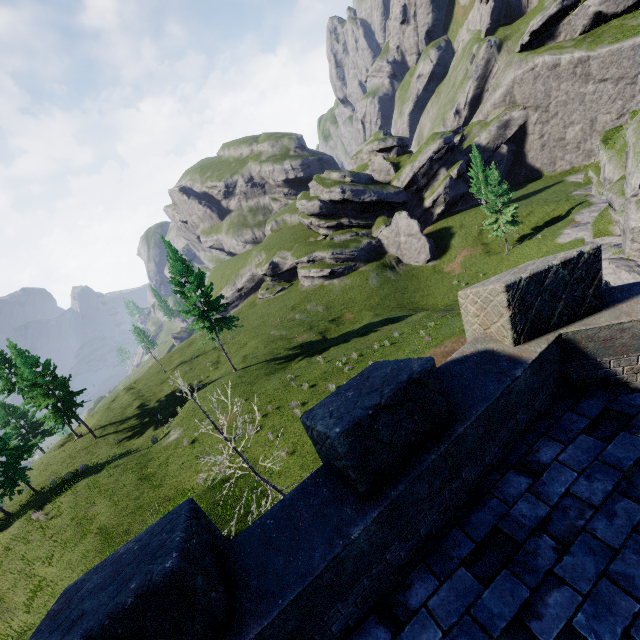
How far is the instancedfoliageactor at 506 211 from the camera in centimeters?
3731cm

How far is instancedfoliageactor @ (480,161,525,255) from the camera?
37.31m

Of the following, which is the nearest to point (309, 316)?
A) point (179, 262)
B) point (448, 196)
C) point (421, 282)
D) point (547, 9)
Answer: point (421, 282)
